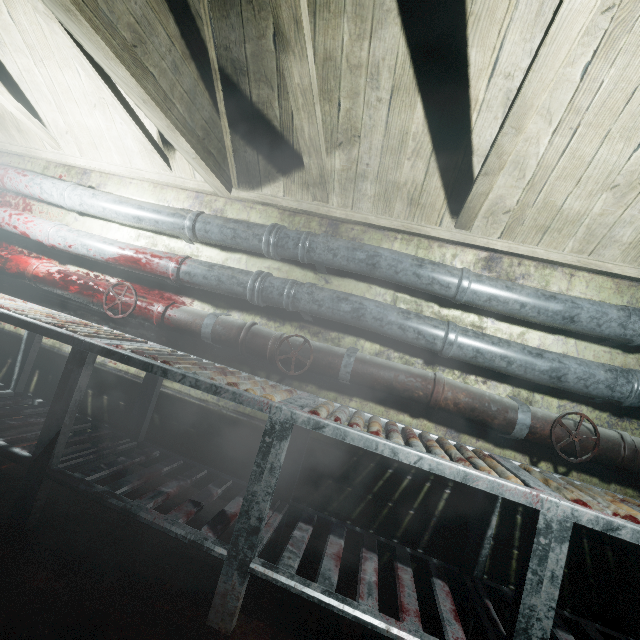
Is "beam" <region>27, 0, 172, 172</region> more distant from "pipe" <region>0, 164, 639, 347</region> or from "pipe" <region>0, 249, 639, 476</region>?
"pipe" <region>0, 249, 639, 476</region>

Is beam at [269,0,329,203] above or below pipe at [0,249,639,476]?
above

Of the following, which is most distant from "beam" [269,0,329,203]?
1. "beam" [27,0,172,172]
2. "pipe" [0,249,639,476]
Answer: "pipe" [0,249,639,476]

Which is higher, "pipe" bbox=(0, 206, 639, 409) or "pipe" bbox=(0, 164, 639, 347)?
"pipe" bbox=(0, 164, 639, 347)

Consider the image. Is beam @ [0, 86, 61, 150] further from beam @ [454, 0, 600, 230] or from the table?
the table

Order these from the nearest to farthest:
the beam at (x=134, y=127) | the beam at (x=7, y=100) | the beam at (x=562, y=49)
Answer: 1. the beam at (x=562, y=49)
2. the beam at (x=134, y=127)
3. the beam at (x=7, y=100)

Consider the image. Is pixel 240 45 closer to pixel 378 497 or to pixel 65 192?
pixel 65 192

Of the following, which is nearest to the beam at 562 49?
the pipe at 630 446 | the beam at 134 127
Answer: the beam at 134 127
